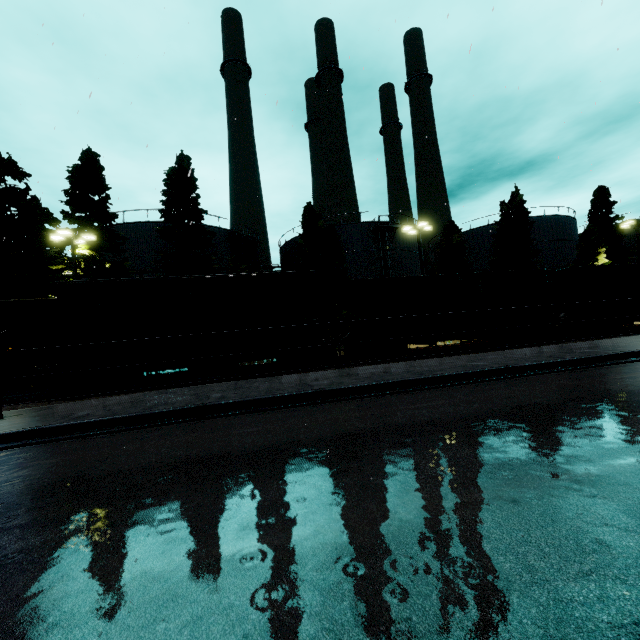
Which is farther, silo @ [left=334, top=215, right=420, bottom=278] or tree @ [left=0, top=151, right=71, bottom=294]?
silo @ [left=334, top=215, right=420, bottom=278]

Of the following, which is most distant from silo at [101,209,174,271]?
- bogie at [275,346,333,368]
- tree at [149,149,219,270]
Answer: bogie at [275,346,333,368]

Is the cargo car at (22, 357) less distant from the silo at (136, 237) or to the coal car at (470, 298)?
the coal car at (470, 298)

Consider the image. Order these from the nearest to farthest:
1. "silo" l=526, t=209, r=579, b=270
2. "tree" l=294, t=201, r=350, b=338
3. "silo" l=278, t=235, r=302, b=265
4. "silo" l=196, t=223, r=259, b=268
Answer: "tree" l=294, t=201, r=350, b=338
"silo" l=196, t=223, r=259, b=268
"silo" l=278, t=235, r=302, b=265
"silo" l=526, t=209, r=579, b=270

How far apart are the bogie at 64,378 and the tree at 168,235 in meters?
13.9 m

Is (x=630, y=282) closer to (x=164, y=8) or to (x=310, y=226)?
(x=310, y=226)

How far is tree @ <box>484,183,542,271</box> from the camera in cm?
3106
